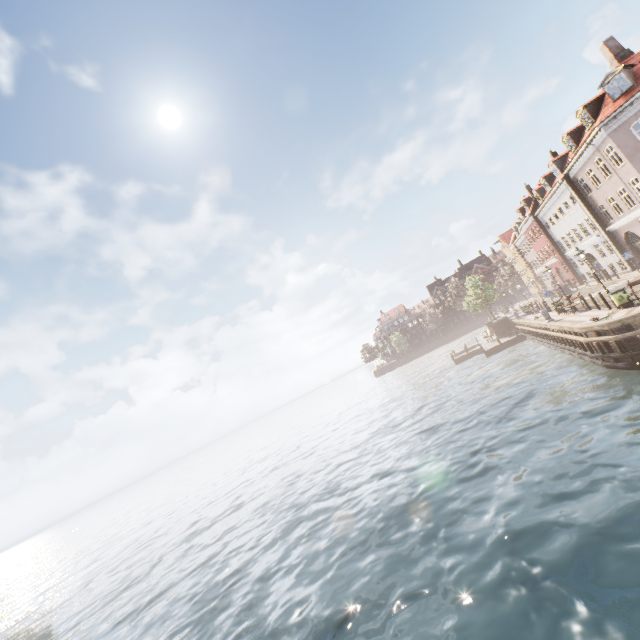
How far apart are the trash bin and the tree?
27.51m

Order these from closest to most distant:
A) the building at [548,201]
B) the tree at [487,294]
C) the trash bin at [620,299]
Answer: the trash bin at [620,299]
the building at [548,201]
the tree at [487,294]

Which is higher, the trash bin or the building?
the building

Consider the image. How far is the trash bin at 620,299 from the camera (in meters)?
16.09

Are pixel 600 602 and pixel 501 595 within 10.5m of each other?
yes

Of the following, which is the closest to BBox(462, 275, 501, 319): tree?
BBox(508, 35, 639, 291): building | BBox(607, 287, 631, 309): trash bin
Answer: BBox(508, 35, 639, 291): building

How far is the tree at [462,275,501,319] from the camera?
43.1m

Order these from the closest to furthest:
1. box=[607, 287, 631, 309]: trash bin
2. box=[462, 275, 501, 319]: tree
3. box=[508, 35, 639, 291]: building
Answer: box=[607, 287, 631, 309]: trash bin < box=[508, 35, 639, 291]: building < box=[462, 275, 501, 319]: tree
